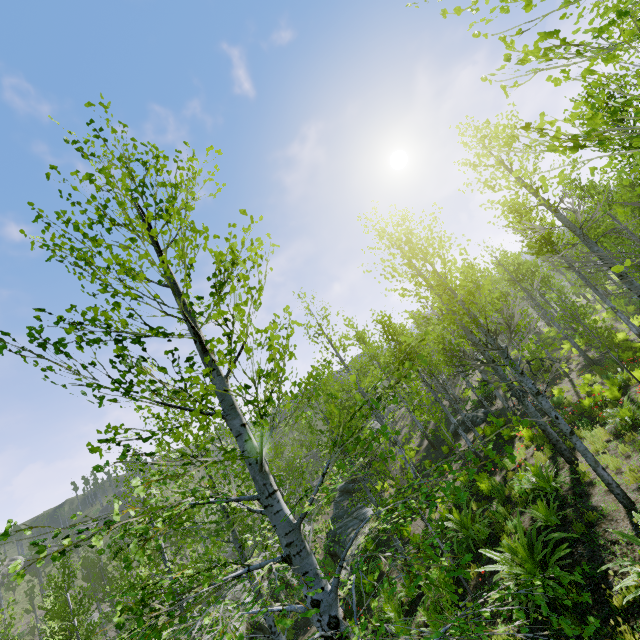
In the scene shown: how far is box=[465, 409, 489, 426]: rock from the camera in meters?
21.9

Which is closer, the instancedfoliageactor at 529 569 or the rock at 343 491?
the instancedfoliageactor at 529 569

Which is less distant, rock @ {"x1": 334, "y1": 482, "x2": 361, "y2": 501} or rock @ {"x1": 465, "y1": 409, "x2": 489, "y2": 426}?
rock @ {"x1": 465, "y1": 409, "x2": 489, "y2": 426}

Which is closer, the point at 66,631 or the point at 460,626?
→ the point at 460,626

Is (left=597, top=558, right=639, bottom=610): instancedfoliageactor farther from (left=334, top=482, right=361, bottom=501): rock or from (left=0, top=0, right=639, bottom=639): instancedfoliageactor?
(left=0, top=0, right=639, bottom=639): instancedfoliageactor

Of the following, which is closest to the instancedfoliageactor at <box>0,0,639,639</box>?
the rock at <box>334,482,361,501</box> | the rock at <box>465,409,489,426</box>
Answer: the rock at <box>334,482,361,501</box>

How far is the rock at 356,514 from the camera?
19.0m

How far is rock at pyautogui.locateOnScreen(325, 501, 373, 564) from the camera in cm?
1899
